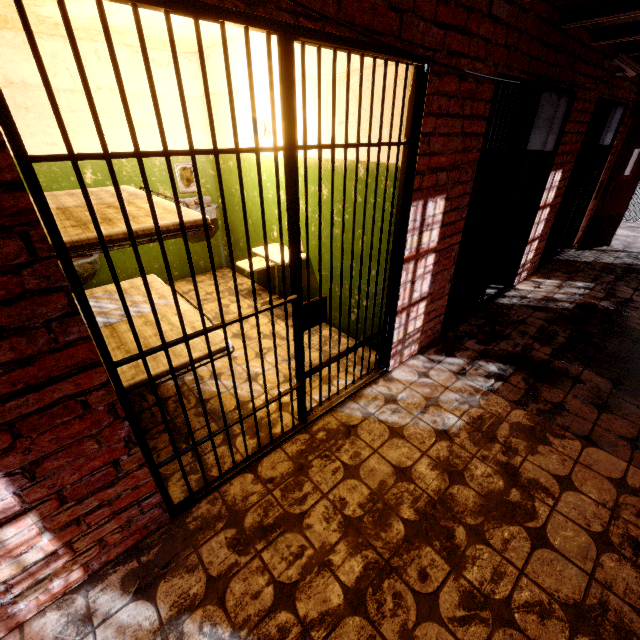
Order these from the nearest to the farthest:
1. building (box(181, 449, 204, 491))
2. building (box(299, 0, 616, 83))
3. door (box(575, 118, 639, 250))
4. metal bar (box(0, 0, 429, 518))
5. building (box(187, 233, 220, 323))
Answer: metal bar (box(0, 0, 429, 518)) → building (box(299, 0, 616, 83)) → building (box(181, 449, 204, 491)) → building (box(187, 233, 220, 323)) → door (box(575, 118, 639, 250))

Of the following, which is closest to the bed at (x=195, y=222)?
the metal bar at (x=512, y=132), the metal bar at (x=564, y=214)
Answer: the metal bar at (x=512, y=132)

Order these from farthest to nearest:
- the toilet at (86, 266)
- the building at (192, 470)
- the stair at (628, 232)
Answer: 1. the stair at (628, 232)
2. the toilet at (86, 266)
3. the building at (192, 470)

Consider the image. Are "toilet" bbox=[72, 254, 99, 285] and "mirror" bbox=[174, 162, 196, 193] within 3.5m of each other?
yes

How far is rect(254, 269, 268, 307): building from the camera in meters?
4.4 m

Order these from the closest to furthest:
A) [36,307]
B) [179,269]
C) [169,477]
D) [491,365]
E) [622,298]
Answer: [36,307] → [169,477] → [491,365] → [622,298] → [179,269]

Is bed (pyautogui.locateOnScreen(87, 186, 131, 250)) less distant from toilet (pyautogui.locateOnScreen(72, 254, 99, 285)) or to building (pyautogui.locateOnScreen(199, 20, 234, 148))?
building (pyautogui.locateOnScreen(199, 20, 234, 148))
